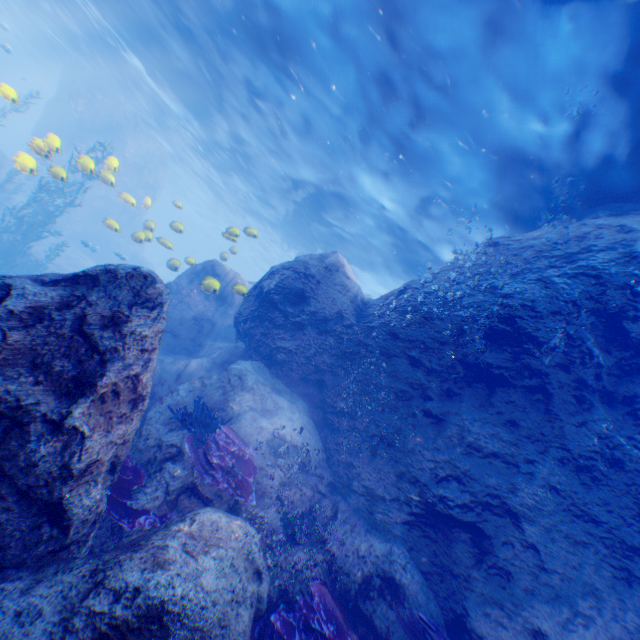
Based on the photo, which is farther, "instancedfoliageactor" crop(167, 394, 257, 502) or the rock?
"instancedfoliageactor" crop(167, 394, 257, 502)

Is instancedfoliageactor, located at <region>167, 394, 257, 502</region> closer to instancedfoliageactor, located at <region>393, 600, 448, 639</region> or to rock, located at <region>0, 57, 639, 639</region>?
rock, located at <region>0, 57, 639, 639</region>

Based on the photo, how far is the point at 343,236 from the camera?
19.3m

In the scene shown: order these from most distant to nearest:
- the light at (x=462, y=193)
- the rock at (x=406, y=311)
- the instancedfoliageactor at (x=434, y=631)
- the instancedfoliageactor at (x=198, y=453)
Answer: the light at (x=462, y=193), the instancedfoliageactor at (x=198, y=453), the instancedfoliageactor at (x=434, y=631), the rock at (x=406, y=311)

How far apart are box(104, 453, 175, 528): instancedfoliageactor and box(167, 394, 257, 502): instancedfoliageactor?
0.7m

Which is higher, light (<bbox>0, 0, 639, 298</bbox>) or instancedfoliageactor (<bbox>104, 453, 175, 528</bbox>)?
light (<bbox>0, 0, 639, 298</bbox>)

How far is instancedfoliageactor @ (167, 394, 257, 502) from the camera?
5.1 meters

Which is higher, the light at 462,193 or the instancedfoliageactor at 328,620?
the light at 462,193
